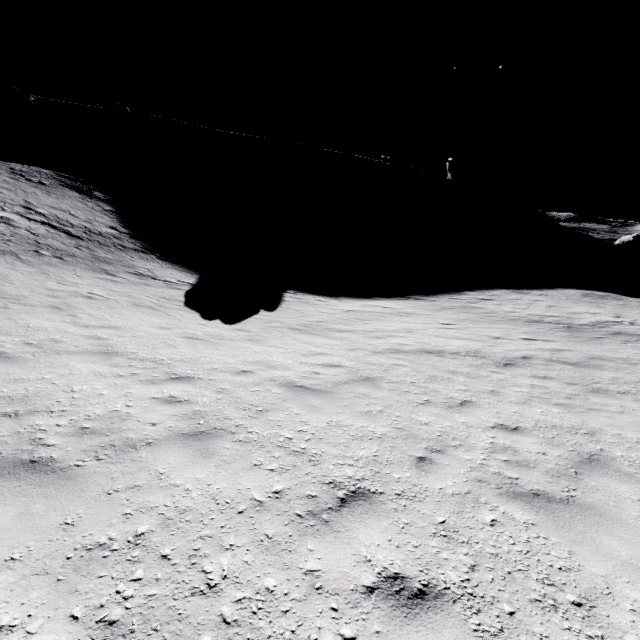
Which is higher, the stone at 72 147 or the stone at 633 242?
the stone at 72 147

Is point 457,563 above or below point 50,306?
above

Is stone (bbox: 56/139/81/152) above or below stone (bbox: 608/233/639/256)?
above

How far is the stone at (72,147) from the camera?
57.1 meters

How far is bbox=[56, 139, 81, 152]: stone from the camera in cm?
5709

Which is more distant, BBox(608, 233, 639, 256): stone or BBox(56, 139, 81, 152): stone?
BBox(56, 139, 81, 152): stone
